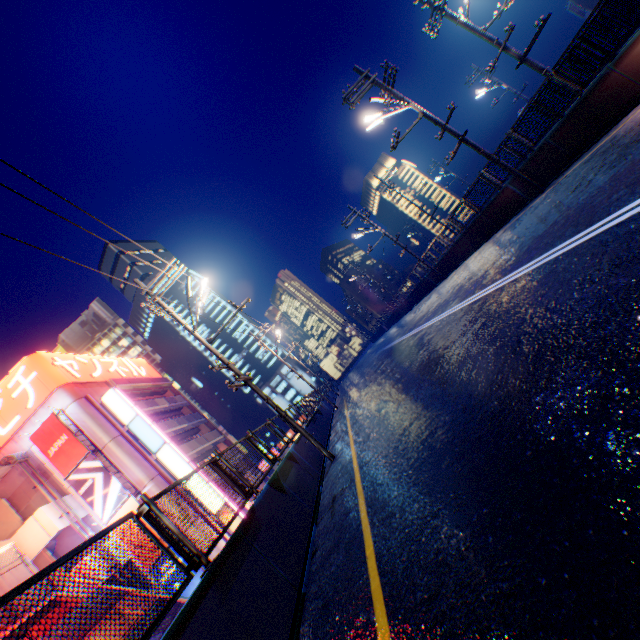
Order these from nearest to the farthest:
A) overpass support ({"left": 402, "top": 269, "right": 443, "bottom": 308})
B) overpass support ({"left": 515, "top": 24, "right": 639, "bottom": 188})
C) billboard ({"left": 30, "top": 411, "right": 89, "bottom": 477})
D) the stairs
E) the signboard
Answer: overpass support ({"left": 515, "top": 24, "right": 639, "bottom": 188}) → the stairs → billboard ({"left": 30, "top": 411, "right": 89, "bottom": 477}) → the signboard → overpass support ({"left": 402, "top": 269, "right": 443, "bottom": 308})

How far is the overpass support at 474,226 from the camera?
14.4m

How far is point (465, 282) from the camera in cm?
1380

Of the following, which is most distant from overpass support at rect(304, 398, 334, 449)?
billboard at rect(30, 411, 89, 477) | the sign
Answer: billboard at rect(30, 411, 89, 477)

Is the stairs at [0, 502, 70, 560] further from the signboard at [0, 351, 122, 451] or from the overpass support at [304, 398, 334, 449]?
the overpass support at [304, 398, 334, 449]

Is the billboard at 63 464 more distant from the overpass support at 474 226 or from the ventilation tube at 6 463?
the overpass support at 474 226

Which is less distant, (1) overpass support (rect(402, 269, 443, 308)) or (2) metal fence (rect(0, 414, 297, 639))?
(2) metal fence (rect(0, 414, 297, 639))

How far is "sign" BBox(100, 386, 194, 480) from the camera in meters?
26.0
